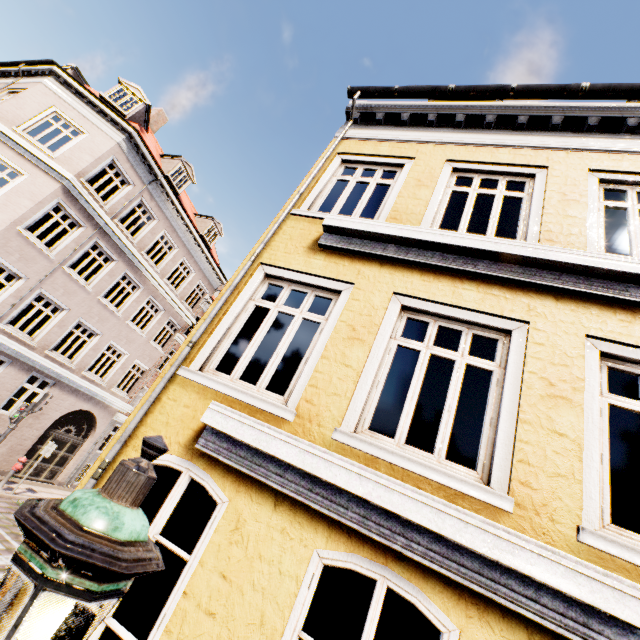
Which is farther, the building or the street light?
the building

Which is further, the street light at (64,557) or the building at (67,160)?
the building at (67,160)

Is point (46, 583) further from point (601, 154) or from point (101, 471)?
point (601, 154)
